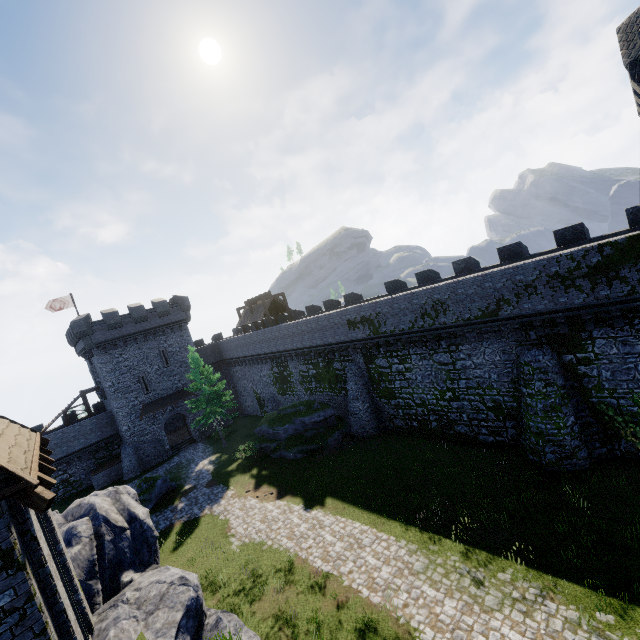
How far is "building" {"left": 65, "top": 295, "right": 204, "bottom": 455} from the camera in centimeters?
3338cm

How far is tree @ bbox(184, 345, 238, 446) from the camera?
30.8 meters

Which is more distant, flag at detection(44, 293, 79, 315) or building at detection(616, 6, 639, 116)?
flag at detection(44, 293, 79, 315)

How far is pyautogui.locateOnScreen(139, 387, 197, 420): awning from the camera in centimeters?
3475cm

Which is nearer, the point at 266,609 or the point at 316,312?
the point at 266,609

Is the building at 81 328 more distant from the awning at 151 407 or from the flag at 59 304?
the flag at 59 304

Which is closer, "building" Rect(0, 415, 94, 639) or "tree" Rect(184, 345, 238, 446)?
"building" Rect(0, 415, 94, 639)

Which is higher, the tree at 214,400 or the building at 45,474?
the building at 45,474
